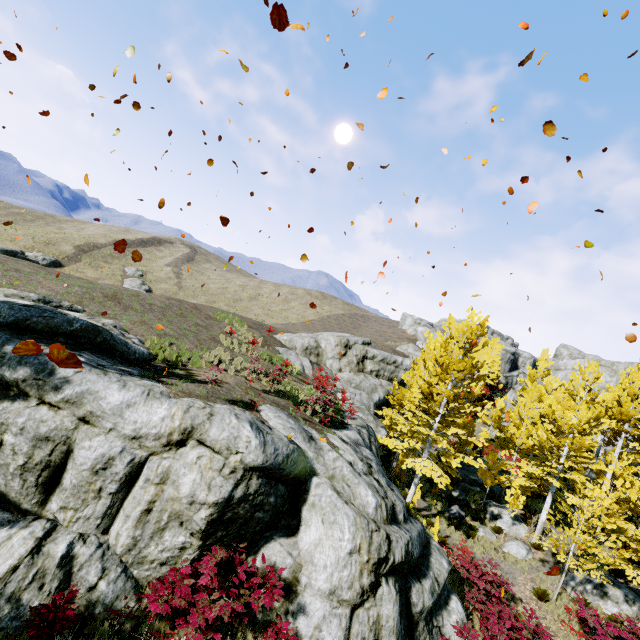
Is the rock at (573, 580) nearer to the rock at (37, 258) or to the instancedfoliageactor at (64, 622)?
the instancedfoliageactor at (64, 622)

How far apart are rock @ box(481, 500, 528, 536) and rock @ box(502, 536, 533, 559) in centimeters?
113cm

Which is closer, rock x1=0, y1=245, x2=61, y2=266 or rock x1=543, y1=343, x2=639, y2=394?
rock x1=543, y1=343, x2=639, y2=394

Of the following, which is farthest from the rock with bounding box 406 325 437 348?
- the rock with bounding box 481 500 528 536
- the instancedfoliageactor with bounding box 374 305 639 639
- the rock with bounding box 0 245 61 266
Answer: the rock with bounding box 0 245 61 266

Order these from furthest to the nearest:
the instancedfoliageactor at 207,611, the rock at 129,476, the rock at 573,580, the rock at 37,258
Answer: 1. the rock at 37,258
2. the rock at 573,580
3. the rock at 129,476
4. the instancedfoliageactor at 207,611

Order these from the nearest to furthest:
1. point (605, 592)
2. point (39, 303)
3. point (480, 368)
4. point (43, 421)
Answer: point (43, 421) < point (39, 303) < point (605, 592) < point (480, 368)

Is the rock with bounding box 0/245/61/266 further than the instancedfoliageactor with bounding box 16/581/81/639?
Yes

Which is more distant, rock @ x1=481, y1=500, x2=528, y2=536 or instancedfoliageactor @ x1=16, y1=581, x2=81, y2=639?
rock @ x1=481, y1=500, x2=528, y2=536
